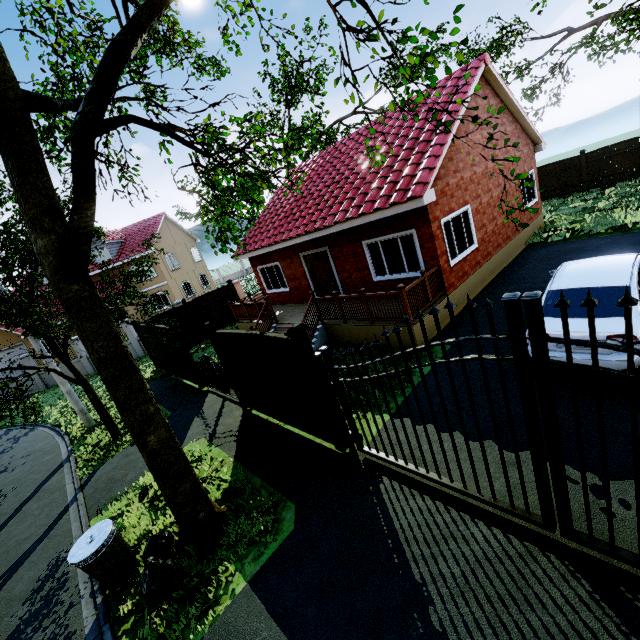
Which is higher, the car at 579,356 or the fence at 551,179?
the fence at 551,179

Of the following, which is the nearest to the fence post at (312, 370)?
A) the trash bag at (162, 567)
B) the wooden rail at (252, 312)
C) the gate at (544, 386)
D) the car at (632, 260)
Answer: the gate at (544, 386)

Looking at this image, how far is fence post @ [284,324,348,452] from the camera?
5.3m

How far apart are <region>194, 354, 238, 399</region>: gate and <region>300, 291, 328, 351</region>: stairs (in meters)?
2.31

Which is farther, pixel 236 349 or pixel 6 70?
pixel 236 349

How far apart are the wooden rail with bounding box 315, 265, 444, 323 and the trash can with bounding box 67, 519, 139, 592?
7.09m

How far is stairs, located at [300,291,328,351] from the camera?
10.5m

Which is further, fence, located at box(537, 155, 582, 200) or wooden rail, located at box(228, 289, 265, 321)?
fence, located at box(537, 155, 582, 200)
